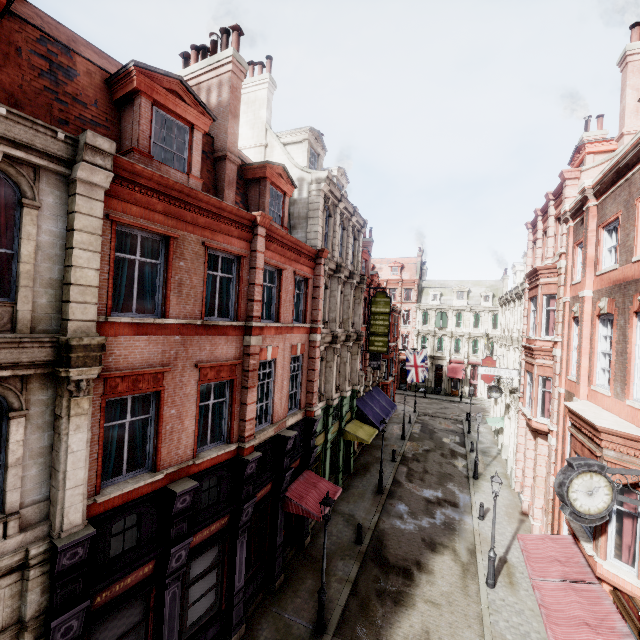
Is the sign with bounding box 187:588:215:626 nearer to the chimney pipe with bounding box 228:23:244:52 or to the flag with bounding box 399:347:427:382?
the chimney pipe with bounding box 228:23:244:52

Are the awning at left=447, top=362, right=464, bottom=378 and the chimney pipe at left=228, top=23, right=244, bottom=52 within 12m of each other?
no

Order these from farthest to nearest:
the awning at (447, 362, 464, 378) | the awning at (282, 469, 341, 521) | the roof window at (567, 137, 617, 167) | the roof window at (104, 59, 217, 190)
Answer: the awning at (447, 362, 464, 378) < the roof window at (567, 137, 617, 167) < the awning at (282, 469, 341, 521) < the roof window at (104, 59, 217, 190)

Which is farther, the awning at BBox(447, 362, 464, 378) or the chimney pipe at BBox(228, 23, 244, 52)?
the awning at BBox(447, 362, 464, 378)

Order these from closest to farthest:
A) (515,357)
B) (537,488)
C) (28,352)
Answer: (28,352) → (537,488) → (515,357)

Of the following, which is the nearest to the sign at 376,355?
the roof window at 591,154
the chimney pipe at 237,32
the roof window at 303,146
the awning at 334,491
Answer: the roof window at 303,146

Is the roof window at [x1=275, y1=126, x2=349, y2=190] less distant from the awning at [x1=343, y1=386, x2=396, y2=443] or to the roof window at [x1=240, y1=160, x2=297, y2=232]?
the roof window at [x1=240, y1=160, x2=297, y2=232]

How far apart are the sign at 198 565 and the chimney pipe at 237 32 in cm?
1699
